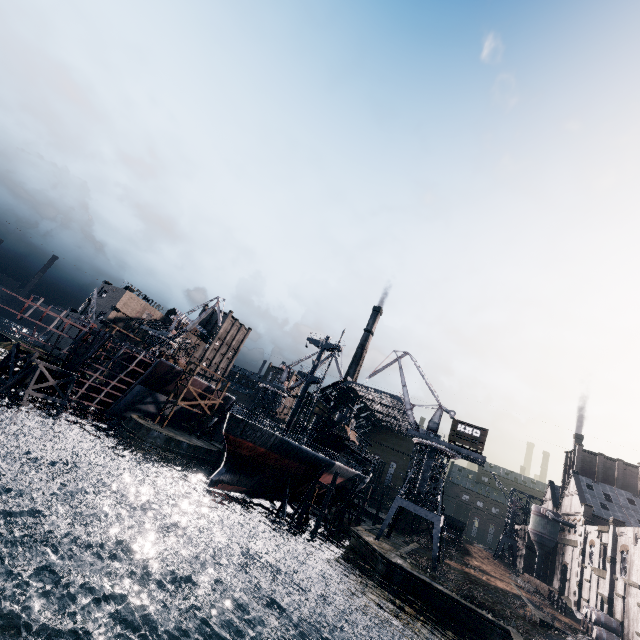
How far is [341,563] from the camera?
36.91m

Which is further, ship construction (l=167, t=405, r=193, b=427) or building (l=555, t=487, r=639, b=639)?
ship construction (l=167, t=405, r=193, b=427)

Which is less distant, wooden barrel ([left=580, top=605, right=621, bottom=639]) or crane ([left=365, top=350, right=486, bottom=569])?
wooden barrel ([left=580, top=605, right=621, bottom=639])

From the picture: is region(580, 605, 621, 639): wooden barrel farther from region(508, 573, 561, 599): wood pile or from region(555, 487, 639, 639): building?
region(555, 487, 639, 639): building

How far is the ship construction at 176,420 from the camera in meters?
57.4

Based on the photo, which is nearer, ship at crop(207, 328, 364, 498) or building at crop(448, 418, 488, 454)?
ship at crop(207, 328, 364, 498)

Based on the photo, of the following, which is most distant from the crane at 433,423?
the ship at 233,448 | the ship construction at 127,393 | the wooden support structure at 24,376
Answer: the wooden support structure at 24,376

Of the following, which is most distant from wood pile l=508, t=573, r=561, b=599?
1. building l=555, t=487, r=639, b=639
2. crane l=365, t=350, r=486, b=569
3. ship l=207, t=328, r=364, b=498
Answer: building l=555, t=487, r=639, b=639
